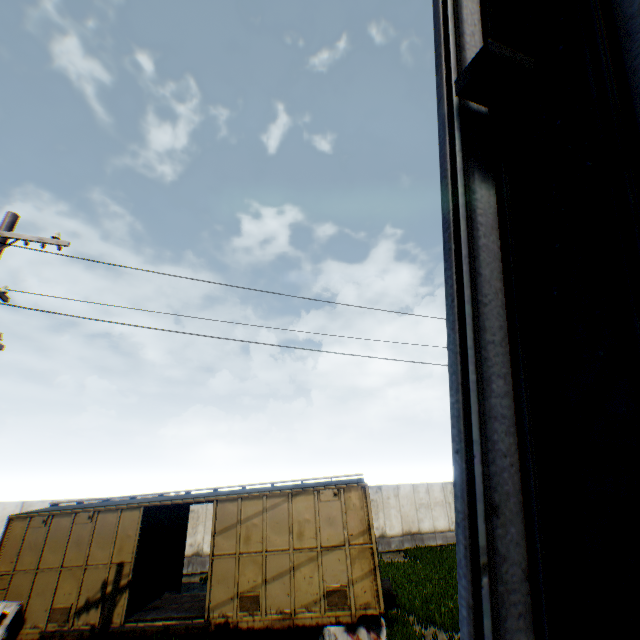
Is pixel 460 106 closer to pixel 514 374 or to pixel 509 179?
pixel 509 179

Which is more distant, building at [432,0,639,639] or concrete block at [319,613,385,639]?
concrete block at [319,613,385,639]

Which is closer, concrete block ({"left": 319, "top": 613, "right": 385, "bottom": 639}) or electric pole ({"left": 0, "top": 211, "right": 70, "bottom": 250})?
electric pole ({"left": 0, "top": 211, "right": 70, "bottom": 250})

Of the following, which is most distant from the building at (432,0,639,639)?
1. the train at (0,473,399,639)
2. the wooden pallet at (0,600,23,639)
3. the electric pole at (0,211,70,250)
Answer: the wooden pallet at (0,600,23,639)

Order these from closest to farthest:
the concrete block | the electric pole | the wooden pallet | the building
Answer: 1. the building
2. the electric pole
3. the concrete block
4. the wooden pallet

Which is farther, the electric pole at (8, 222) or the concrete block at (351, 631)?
the concrete block at (351, 631)

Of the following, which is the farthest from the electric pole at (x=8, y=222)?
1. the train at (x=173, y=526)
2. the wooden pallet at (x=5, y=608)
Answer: the wooden pallet at (x=5, y=608)

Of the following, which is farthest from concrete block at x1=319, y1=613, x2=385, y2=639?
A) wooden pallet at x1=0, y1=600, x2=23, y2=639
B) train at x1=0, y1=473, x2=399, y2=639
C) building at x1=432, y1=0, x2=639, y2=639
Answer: wooden pallet at x1=0, y1=600, x2=23, y2=639
